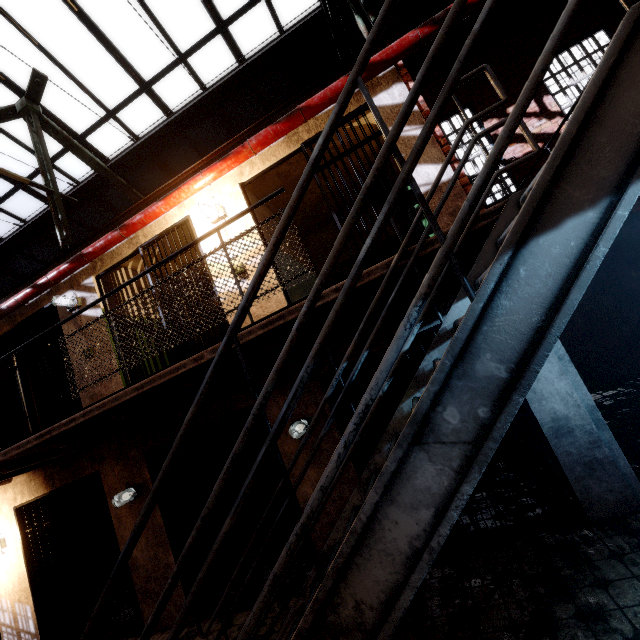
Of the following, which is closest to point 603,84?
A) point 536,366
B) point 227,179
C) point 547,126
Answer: point 536,366

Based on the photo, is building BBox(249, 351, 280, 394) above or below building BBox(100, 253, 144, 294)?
below

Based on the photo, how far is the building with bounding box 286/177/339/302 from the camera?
6.2 meters

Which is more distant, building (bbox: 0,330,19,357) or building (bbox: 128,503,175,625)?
building (bbox: 0,330,19,357)

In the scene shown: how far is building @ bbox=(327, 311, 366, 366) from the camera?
4.02m

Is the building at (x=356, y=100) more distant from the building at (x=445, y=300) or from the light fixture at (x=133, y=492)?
the light fixture at (x=133, y=492)

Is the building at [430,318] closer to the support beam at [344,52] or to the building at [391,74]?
the building at [391,74]
